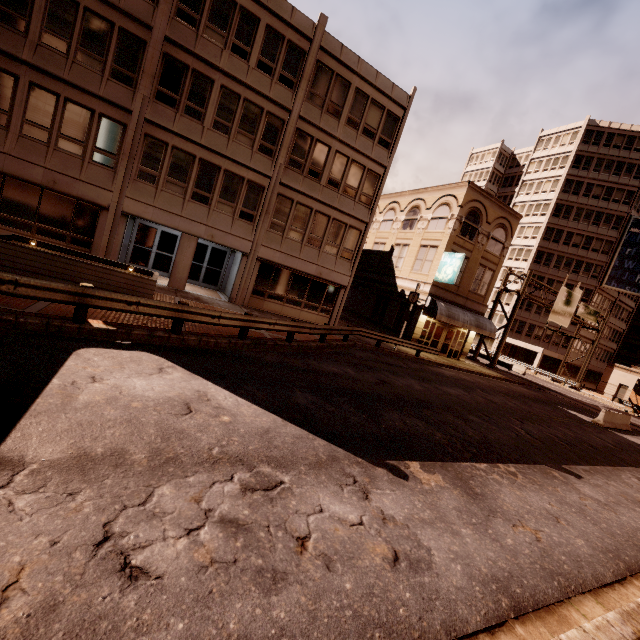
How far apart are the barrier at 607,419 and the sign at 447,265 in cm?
1173

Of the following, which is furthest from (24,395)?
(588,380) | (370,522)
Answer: (588,380)

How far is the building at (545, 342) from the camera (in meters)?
48.76

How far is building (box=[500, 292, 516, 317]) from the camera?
51.59m

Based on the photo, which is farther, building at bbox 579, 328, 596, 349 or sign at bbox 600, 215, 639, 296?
building at bbox 579, 328, 596, 349

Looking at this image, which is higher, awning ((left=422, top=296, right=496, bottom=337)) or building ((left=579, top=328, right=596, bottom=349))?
building ((left=579, top=328, right=596, bottom=349))

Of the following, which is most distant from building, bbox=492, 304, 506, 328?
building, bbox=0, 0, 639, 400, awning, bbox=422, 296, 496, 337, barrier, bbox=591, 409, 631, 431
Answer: barrier, bbox=591, 409, 631, 431

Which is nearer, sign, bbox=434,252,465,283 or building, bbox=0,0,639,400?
building, bbox=0,0,639,400
